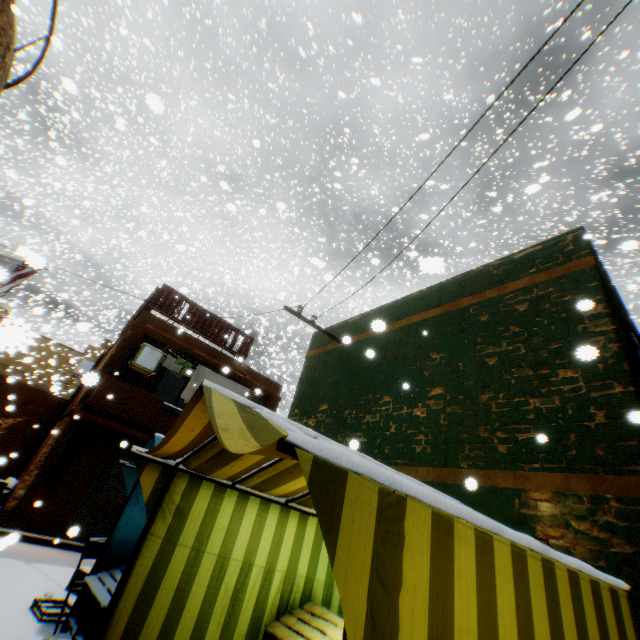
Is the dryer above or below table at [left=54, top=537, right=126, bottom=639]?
above

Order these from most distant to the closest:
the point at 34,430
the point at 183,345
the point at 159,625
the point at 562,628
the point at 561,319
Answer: the point at 34,430
the point at 183,345
the point at 561,319
the point at 159,625
the point at 562,628

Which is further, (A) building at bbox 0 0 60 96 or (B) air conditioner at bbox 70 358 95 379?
(B) air conditioner at bbox 70 358 95 379

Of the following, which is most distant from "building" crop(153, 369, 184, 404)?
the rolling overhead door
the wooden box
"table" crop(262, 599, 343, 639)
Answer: the wooden box

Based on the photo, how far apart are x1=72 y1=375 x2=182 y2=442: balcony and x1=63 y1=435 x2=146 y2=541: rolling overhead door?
0.0m

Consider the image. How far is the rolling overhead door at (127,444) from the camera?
10.16m

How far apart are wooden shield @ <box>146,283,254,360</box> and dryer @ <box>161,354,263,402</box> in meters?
0.5 m

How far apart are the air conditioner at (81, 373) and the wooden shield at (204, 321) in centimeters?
61cm
